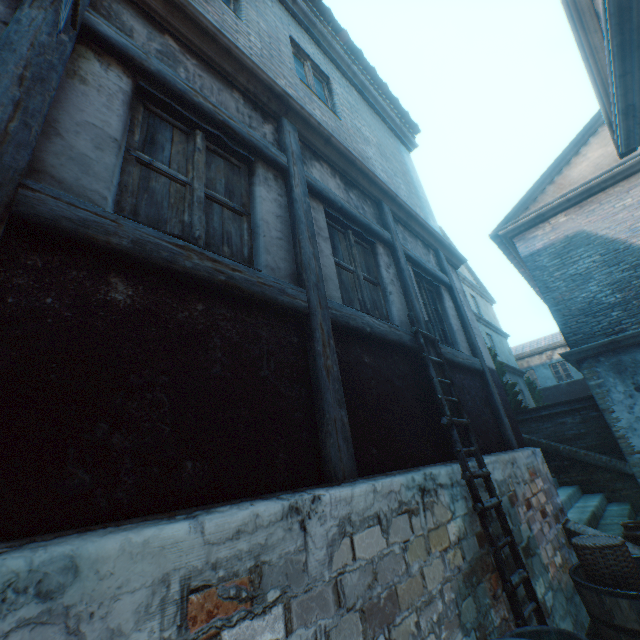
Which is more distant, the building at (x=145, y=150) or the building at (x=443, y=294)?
the building at (x=443, y=294)

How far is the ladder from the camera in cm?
272

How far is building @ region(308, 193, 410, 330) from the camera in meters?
3.3

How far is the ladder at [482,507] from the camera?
2.7m

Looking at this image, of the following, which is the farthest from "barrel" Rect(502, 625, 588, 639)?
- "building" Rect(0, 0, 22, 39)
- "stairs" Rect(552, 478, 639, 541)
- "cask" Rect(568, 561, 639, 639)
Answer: "stairs" Rect(552, 478, 639, 541)

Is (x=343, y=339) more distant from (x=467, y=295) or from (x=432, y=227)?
(x=467, y=295)

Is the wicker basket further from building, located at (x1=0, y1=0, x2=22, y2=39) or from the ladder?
the ladder

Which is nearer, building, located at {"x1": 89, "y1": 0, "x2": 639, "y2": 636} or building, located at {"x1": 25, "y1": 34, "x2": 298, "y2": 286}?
building, located at {"x1": 25, "y1": 34, "x2": 298, "y2": 286}
